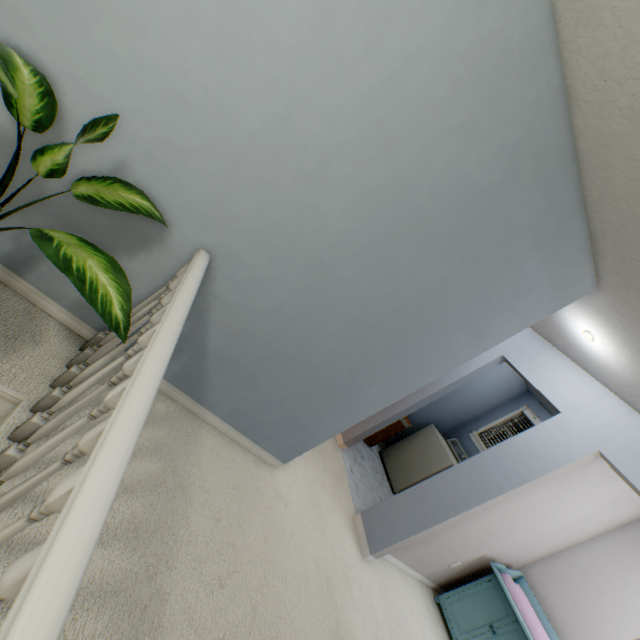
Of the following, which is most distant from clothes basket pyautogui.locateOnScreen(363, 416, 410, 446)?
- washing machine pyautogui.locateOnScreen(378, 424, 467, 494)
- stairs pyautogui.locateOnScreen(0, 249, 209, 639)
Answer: stairs pyautogui.locateOnScreen(0, 249, 209, 639)

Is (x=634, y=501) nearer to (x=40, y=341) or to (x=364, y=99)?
(x=364, y=99)

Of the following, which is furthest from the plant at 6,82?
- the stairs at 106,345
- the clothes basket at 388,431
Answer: the clothes basket at 388,431

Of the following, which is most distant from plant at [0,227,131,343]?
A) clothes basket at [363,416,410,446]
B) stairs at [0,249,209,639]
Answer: clothes basket at [363,416,410,446]

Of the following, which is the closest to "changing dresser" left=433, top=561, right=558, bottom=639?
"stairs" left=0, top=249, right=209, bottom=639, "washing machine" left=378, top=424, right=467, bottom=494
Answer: "washing machine" left=378, top=424, right=467, bottom=494

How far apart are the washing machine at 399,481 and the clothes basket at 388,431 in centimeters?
33cm

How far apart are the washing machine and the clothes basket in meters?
0.3

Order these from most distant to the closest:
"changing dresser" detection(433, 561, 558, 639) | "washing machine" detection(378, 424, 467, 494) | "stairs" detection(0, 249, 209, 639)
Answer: "washing machine" detection(378, 424, 467, 494)
"changing dresser" detection(433, 561, 558, 639)
"stairs" detection(0, 249, 209, 639)
